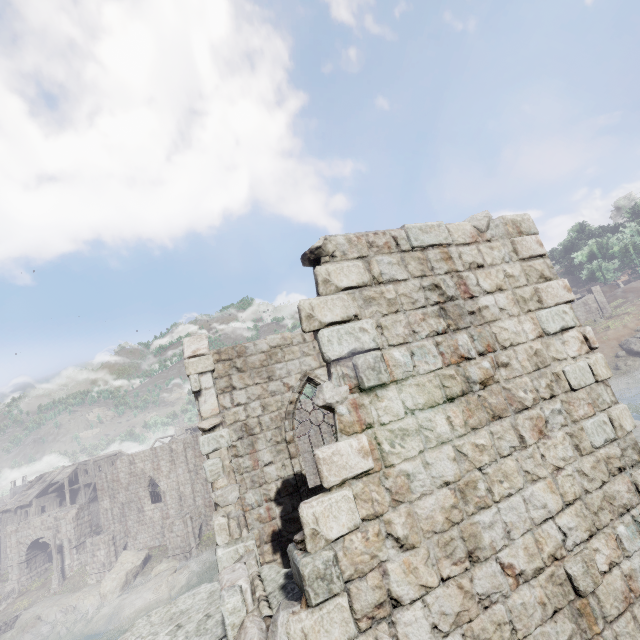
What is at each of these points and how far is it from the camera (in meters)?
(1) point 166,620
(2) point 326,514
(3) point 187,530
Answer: (1) column, 4.11
(2) building, 3.12
(3) stone arch, 30.39

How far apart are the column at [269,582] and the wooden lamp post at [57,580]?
42.2 meters

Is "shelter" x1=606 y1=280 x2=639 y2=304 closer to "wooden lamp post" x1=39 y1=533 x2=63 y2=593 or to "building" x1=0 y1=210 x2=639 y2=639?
"building" x1=0 y1=210 x2=639 y2=639

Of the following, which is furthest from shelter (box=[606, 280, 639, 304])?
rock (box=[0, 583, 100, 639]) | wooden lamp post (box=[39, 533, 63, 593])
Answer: wooden lamp post (box=[39, 533, 63, 593])

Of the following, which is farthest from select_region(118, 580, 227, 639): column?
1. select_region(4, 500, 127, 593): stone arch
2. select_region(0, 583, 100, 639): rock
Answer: select_region(0, 583, 100, 639): rock

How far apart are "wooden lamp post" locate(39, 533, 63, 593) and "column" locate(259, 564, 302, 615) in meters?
42.2 m

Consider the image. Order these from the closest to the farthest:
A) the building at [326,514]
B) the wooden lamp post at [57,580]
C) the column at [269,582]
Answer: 1. the building at [326,514]
2. the column at [269,582]
3. the wooden lamp post at [57,580]

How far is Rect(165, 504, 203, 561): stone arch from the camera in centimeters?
2978cm
